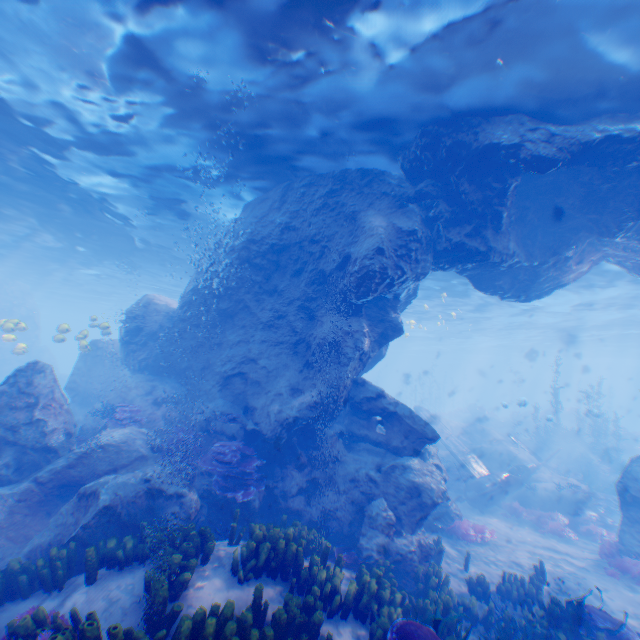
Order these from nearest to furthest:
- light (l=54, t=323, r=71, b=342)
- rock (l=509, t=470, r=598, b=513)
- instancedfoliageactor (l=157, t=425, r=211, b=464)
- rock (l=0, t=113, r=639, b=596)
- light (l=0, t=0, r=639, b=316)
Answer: light (l=0, t=0, r=639, b=316), rock (l=0, t=113, r=639, b=596), instancedfoliageactor (l=157, t=425, r=211, b=464), light (l=54, t=323, r=71, b=342), rock (l=509, t=470, r=598, b=513)

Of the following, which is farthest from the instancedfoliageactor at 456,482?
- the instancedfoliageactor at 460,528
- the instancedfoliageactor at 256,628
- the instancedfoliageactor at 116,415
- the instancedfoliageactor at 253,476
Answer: the instancedfoliageactor at 116,415

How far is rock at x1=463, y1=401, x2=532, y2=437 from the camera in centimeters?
3672cm

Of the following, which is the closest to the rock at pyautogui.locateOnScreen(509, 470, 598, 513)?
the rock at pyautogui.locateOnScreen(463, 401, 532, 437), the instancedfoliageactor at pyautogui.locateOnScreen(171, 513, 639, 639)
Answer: the instancedfoliageactor at pyautogui.locateOnScreen(171, 513, 639, 639)

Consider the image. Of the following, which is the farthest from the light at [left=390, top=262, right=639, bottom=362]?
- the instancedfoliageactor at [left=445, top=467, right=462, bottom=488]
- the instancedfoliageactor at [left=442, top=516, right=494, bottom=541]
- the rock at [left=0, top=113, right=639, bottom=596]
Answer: the instancedfoliageactor at [left=442, top=516, right=494, bottom=541]

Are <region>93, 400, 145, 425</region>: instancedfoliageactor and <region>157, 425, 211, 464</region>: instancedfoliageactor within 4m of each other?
yes

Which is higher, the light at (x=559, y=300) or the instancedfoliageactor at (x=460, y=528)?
the light at (x=559, y=300)

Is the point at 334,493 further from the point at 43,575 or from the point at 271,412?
the point at 43,575
